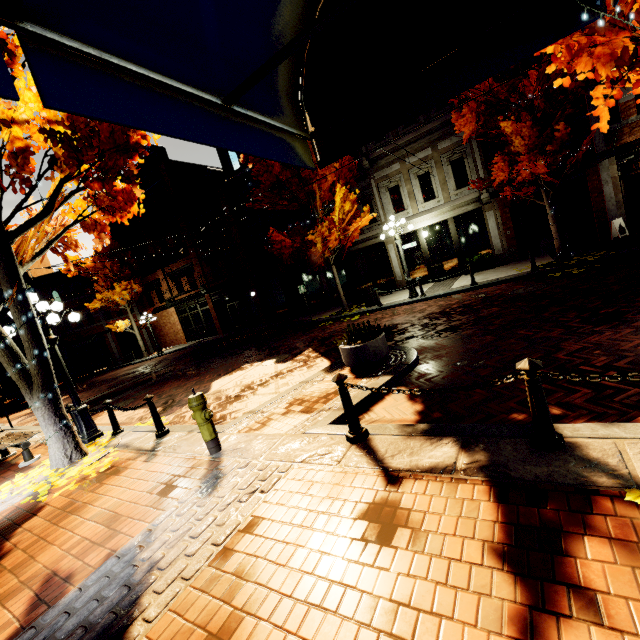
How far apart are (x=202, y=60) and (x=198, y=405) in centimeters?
418cm

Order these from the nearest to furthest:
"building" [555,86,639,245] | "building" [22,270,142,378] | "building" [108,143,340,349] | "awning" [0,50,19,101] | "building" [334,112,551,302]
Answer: "awning" [0,50,19,101], "building" [555,86,639,245], "building" [334,112,551,302], "building" [108,143,340,349], "building" [22,270,142,378]

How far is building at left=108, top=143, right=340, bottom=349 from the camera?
22.3m

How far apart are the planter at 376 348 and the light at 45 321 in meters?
6.2

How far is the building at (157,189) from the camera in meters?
22.3

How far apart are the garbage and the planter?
7.8 meters

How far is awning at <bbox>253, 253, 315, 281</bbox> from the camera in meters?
17.8 m

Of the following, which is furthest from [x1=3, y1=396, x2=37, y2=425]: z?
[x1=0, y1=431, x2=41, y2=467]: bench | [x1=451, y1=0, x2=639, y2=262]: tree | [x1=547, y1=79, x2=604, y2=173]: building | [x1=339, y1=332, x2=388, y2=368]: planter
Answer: [x1=339, y1=332, x2=388, y2=368]: planter
